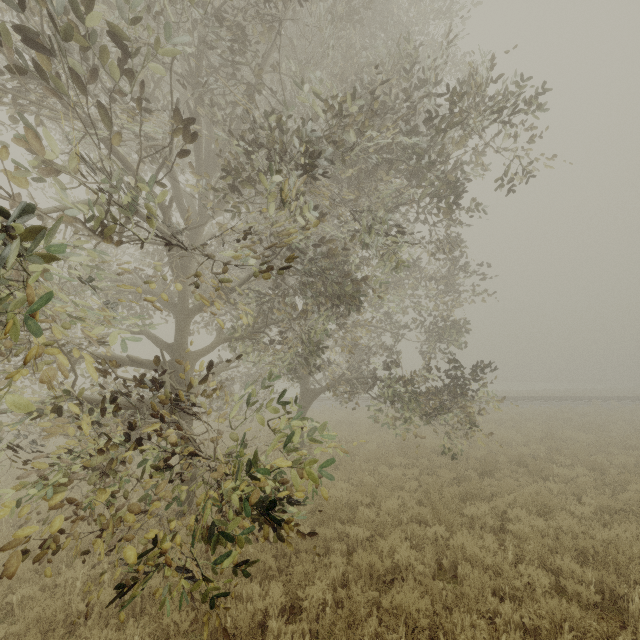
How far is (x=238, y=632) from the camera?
4.23m
